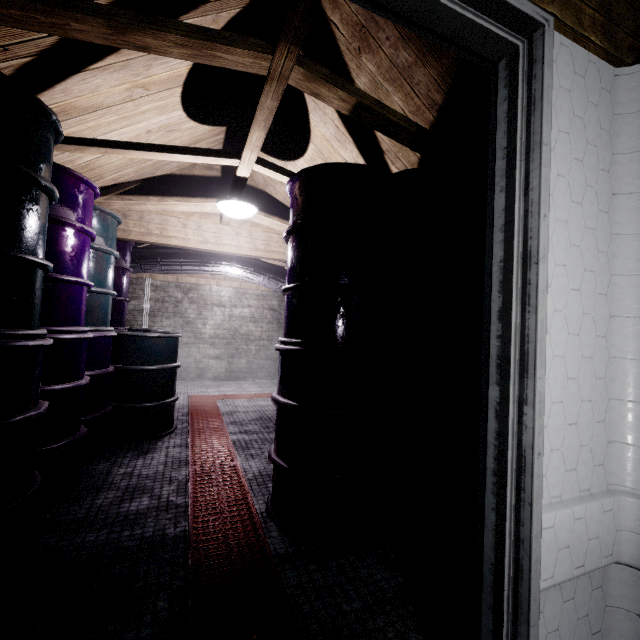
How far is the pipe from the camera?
4.5m

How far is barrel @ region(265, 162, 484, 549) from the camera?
1.8 meters

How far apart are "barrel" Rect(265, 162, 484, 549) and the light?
0.52m

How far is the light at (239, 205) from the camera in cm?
254

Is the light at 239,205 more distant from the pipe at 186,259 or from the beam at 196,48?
the pipe at 186,259

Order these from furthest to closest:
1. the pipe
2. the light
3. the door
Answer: the pipe
the light
the door

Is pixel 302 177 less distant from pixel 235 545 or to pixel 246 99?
pixel 246 99

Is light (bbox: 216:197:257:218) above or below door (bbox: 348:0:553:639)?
above
